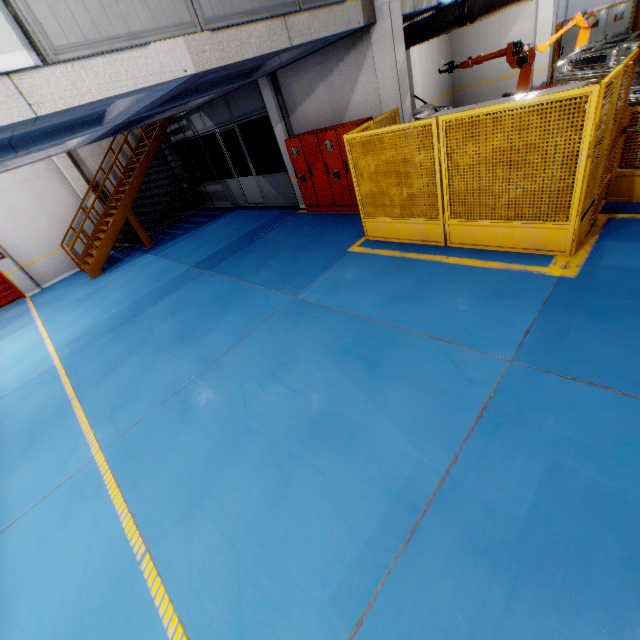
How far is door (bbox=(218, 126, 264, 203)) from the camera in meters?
12.2

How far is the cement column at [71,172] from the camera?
12.33m

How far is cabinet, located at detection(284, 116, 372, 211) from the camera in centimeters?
827cm

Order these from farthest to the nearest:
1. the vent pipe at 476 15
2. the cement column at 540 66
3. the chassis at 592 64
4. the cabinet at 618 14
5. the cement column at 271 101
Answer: the cement column at 540 66 → the cabinet at 618 14 → the cement column at 271 101 → the chassis at 592 64 → the vent pipe at 476 15

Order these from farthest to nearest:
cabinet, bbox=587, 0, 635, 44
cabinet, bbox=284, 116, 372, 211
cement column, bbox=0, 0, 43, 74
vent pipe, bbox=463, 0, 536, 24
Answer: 1. cabinet, bbox=587, 0, 635, 44
2. cabinet, bbox=284, 116, 372, 211
3. vent pipe, bbox=463, 0, 536, 24
4. cement column, bbox=0, 0, 43, 74

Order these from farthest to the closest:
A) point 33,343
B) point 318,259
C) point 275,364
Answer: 1. point 33,343
2. point 318,259
3. point 275,364

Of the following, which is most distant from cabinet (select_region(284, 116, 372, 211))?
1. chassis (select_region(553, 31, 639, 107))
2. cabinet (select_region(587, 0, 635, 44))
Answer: cabinet (select_region(587, 0, 635, 44))

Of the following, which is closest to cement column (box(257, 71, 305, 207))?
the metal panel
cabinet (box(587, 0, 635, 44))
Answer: the metal panel
